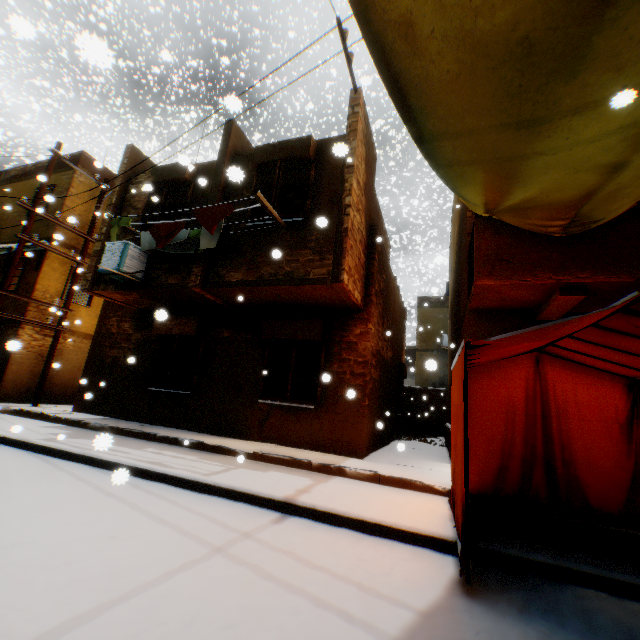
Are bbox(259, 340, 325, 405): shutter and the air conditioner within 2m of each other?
no

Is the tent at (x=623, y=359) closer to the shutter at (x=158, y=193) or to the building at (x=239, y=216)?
the building at (x=239, y=216)

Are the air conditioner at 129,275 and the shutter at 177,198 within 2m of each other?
yes

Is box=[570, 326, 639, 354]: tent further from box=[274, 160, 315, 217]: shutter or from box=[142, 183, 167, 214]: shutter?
box=[142, 183, 167, 214]: shutter

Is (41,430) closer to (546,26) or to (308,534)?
(308,534)

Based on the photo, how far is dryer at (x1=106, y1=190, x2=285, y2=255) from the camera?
6.58m

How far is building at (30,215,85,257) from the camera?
11.99m
